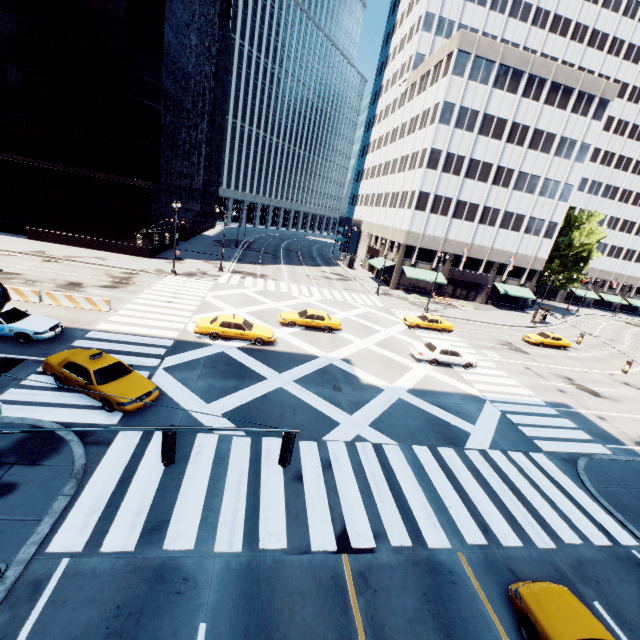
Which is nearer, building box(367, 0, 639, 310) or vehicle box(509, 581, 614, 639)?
vehicle box(509, 581, 614, 639)

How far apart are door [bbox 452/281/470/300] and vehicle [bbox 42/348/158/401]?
47.8 meters

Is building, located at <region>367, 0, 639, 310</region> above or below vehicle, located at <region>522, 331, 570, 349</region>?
above

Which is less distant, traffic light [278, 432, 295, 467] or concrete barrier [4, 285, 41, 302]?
traffic light [278, 432, 295, 467]

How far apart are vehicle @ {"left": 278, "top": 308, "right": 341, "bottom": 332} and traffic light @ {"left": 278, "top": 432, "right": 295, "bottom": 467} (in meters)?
18.44

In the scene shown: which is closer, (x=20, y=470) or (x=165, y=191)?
(x=20, y=470)

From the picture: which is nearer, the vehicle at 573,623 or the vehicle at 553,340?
the vehicle at 573,623

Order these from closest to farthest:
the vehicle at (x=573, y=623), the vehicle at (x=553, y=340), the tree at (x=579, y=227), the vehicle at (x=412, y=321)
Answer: the vehicle at (x=573, y=623), the vehicle at (x=412, y=321), the vehicle at (x=553, y=340), the tree at (x=579, y=227)
